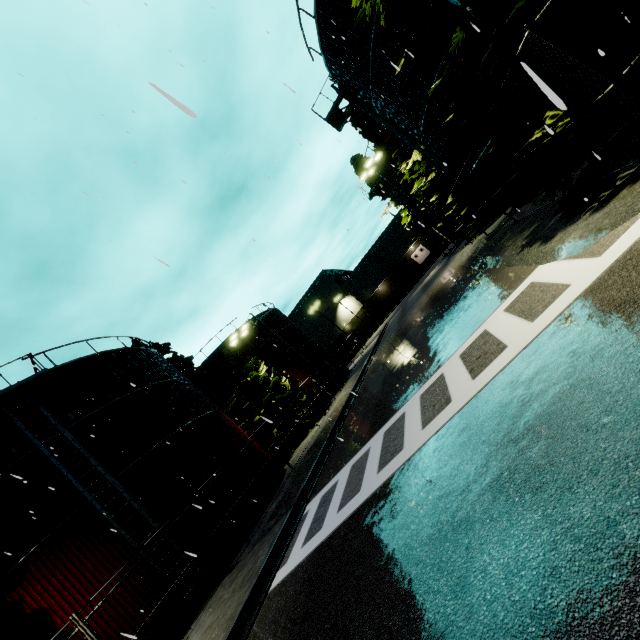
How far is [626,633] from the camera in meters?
1.7

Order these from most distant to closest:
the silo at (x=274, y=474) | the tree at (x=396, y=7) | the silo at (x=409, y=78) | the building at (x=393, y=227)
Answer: the building at (x=393, y=227)
the silo at (x=274, y=474)
the silo at (x=409, y=78)
the tree at (x=396, y=7)

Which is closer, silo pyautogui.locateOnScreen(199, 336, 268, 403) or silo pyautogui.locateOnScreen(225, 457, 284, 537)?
silo pyautogui.locateOnScreen(225, 457, 284, 537)

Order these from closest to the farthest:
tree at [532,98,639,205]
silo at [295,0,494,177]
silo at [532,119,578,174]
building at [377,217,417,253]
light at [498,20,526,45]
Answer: light at [498,20,526,45], tree at [532,98,639,205], silo at [532,119,578,174], silo at [295,0,494,177], building at [377,217,417,253]

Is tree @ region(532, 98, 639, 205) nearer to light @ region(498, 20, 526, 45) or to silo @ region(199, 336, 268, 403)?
light @ region(498, 20, 526, 45)

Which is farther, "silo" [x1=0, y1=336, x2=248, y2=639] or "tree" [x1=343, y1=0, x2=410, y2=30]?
"silo" [x1=0, y1=336, x2=248, y2=639]

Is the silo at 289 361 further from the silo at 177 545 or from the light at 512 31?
the light at 512 31

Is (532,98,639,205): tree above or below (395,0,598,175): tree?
below
